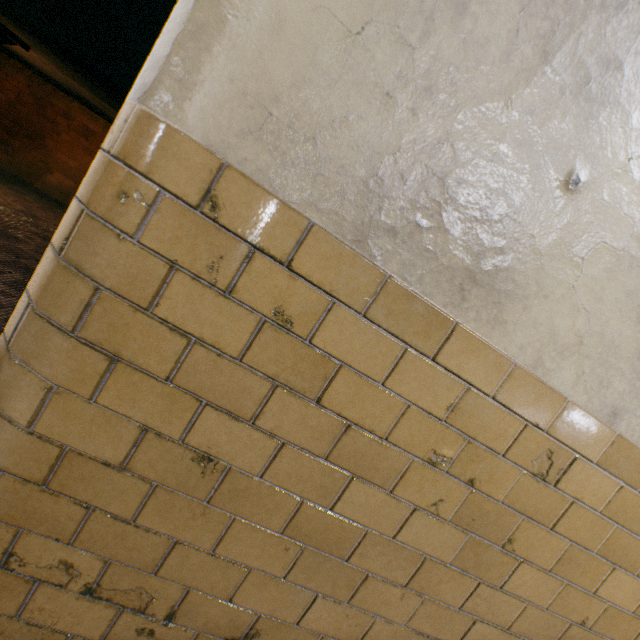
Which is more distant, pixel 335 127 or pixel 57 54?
pixel 57 54
